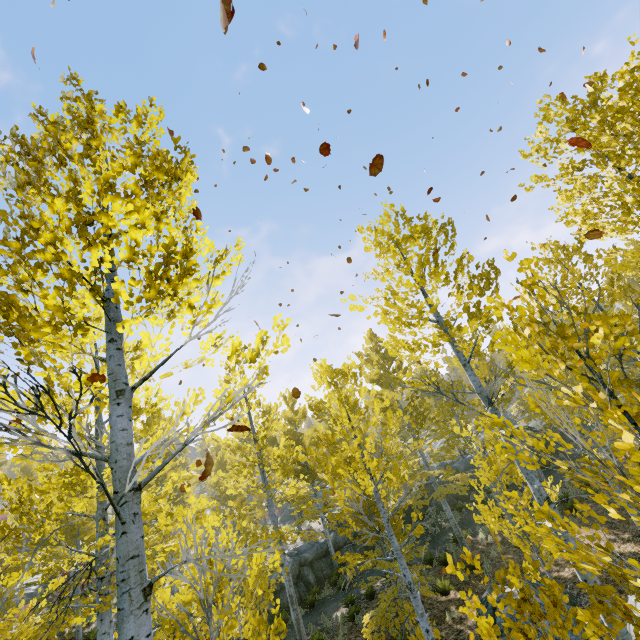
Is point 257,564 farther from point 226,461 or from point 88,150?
point 226,461

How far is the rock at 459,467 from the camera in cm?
2227

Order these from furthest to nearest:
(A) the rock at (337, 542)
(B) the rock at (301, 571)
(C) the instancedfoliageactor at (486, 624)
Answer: (A) the rock at (337, 542), (B) the rock at (301, 571), (C) the instancedfoliageactor at (486, 624)

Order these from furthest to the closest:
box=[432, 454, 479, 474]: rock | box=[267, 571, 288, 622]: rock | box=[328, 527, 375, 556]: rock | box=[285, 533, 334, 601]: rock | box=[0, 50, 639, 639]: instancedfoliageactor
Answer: box=[432, 454, 479, 474]: rock < box=[328, 527, 375, 556]: rock < box=[285, 533, 334, 601]: rock < box=[267, 571, 288, 622]: rock < box=[0, 50, 639, 639]: instancedfoliageactor

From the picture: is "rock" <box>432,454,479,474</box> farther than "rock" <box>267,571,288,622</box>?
Yes

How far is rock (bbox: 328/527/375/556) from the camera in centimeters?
1936cm
